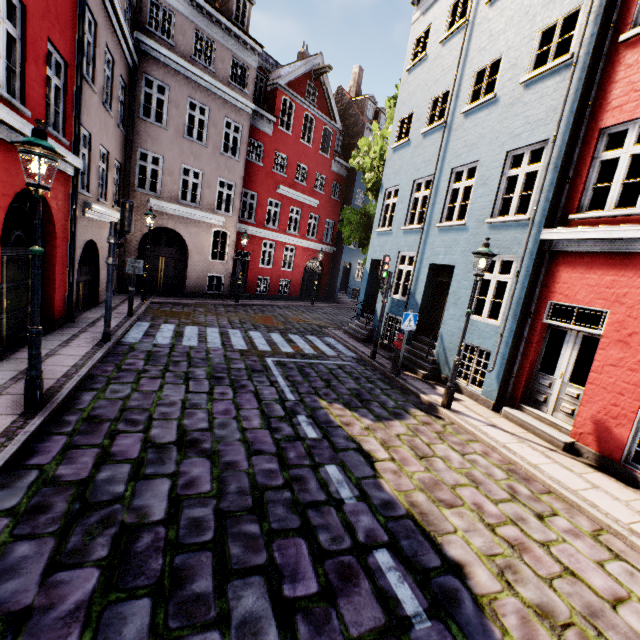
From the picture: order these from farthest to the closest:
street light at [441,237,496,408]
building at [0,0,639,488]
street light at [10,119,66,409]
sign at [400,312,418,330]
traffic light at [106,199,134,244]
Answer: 1. sign at [400,312,418,330]
2. traffic light at [106,199,134,244]
3. street light at [441,237,496,408]
4. building at [0,0,639,488]
5. street light at [10,119,66,409]

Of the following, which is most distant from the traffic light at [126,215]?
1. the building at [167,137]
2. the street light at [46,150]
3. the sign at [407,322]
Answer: Result: the sign at [407,322]

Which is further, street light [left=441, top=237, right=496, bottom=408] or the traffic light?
the traffic light

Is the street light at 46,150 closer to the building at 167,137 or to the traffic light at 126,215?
the building at 167,137

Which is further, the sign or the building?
the sign

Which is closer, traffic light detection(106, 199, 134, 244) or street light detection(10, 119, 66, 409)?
street light detection(10, 119, 66, 409)

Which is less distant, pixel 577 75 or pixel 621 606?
pixel 621 606

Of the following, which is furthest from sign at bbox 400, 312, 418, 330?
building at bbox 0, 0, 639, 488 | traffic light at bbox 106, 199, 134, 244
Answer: traffic light at bbox 106, 199, 134, 244
